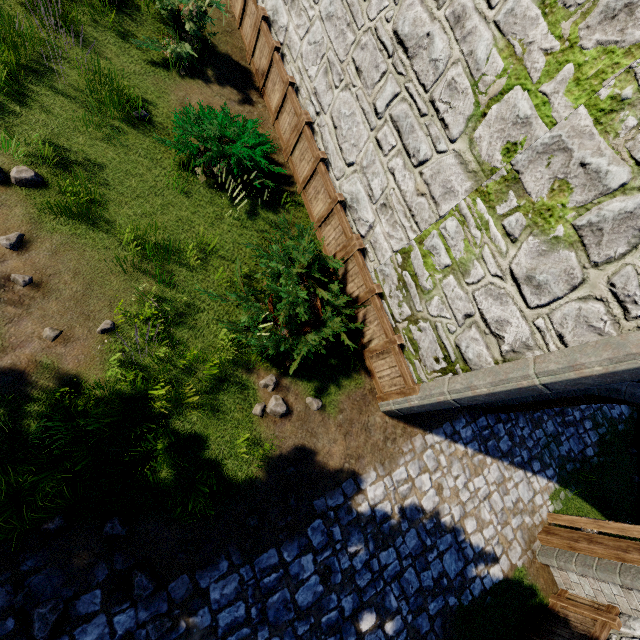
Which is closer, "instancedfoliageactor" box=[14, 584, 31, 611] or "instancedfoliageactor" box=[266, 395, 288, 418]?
"instancedfoliageactor" box=[14, 584, 31, 611]

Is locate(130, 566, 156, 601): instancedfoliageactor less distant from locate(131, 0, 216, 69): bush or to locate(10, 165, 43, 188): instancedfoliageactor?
locate(10, 165, 43, 188): instancedfoliageactor

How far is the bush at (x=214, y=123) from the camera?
5.90m

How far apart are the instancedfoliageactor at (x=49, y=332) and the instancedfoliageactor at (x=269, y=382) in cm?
289

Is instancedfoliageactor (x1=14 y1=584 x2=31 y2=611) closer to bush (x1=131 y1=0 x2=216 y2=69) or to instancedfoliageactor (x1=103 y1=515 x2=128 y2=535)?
instancedfoliageactor (x1=103 y1=515 x2=128 y2=535)

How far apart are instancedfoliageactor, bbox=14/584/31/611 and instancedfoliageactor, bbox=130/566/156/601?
0.6 meters

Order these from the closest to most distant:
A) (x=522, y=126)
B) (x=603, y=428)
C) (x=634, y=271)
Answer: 1. (x=634, y=271)
2. (x=522, y=126)
3. (x=603, y=428)

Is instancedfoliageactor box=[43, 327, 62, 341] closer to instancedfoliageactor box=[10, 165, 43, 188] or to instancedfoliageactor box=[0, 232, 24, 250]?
instancedfoliageactor box=[0, 232, 24, 250]
